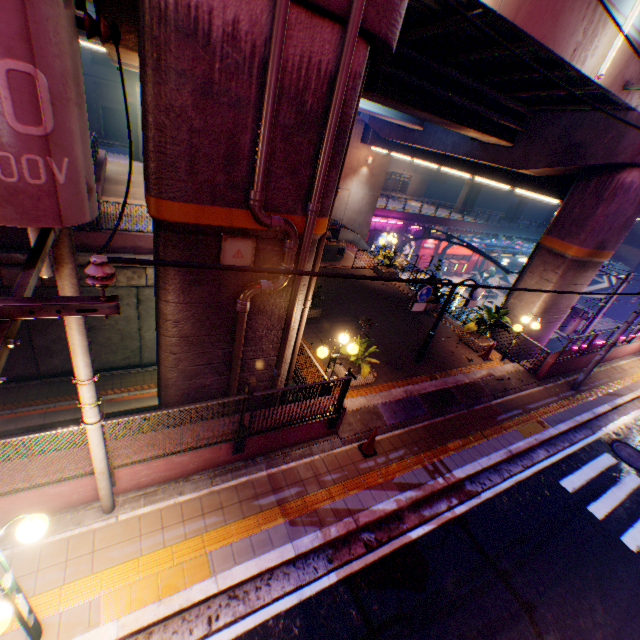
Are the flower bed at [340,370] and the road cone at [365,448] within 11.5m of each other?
yes

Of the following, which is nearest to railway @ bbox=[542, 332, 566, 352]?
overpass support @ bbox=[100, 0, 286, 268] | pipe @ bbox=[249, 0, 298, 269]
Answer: overpass support @ bbox=[100, 0, 286, 268]

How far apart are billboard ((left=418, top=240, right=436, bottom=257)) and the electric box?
35.78m

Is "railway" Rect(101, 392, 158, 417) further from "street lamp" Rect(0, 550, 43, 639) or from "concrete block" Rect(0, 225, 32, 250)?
"street lamp" Rect(0, 550, 43, 639)

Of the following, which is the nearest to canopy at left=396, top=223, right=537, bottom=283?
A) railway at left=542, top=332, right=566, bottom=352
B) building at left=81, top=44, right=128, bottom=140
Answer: railway at left=542, top=332, right=566, bottom=352

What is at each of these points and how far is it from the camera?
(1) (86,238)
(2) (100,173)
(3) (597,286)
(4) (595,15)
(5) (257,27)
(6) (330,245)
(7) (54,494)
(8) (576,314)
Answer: (1) concrete block, 12.68m
(2) concrete block, 20.00m
(3) billboard, 44.00m
(4) overpass support, 7.47m
(5) overpass support, 4.30m
(6) ticket machine, 18.20m
(7) concrete block, 5.27m
(8) electric pole, 18.94m

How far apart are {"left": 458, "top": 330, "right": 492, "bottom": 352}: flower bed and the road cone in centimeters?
746cm

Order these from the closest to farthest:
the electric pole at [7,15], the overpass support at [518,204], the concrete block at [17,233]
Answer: the electric pole at [7,15] → the concrete block at [17,233] → the overpass support at [518,204]
